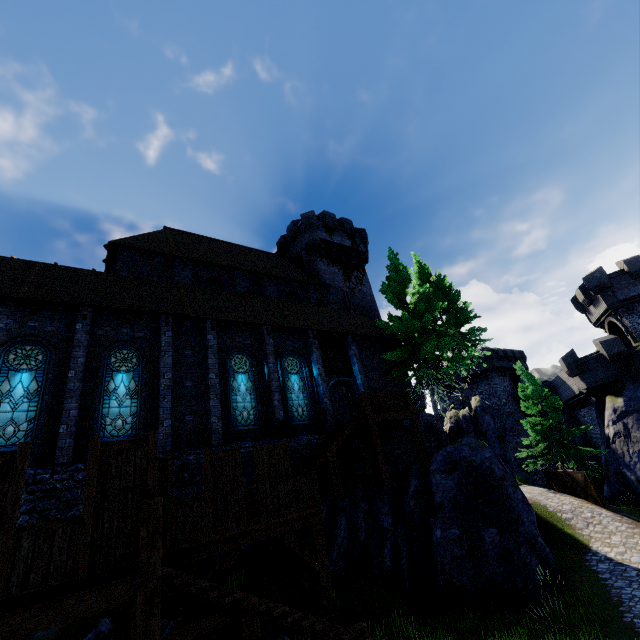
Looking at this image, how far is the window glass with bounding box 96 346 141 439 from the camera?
11.91m

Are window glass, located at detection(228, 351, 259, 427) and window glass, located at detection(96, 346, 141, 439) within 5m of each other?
yes

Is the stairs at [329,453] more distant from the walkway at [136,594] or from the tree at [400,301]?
the tree at [400,301]

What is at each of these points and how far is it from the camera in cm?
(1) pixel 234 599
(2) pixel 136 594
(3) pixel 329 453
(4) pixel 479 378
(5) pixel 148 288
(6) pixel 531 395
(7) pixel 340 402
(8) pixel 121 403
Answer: (1) stairs, 679
(2) walkway, 502
(3) stairs, 1280
(4) building, 4431
(5) building, 1614
(6) tree, 2902
(7) building, 2873
(8) window glass, 1241

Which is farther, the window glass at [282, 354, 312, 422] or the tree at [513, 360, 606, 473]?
the tree at [513, 360, 606, 473]

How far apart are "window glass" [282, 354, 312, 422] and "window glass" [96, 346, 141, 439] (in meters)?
6.50

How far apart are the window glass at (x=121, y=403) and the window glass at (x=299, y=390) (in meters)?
6.50

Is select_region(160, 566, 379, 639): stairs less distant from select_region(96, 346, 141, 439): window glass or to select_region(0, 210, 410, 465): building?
select_region(0, 210, 410, 465): building
